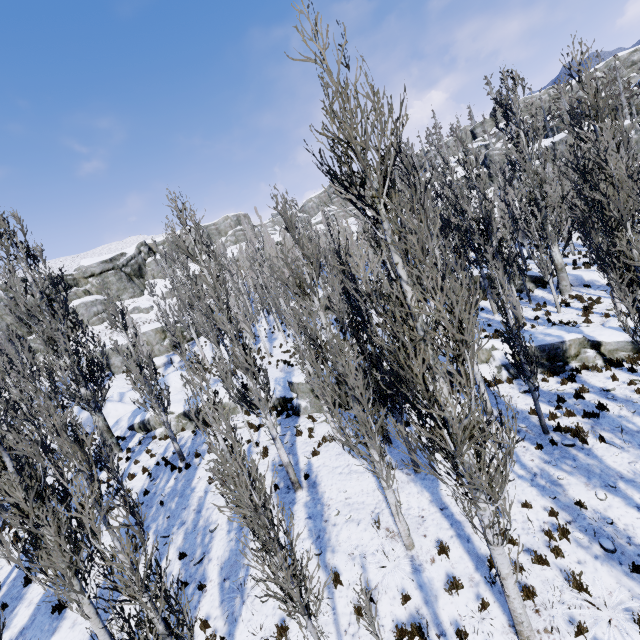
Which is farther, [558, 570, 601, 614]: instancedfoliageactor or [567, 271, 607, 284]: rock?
[567, 271, 607, 284]: rock

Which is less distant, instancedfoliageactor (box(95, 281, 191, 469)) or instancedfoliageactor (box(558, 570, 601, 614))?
instancedfoliageactor (box(558, 570, 601, 614))

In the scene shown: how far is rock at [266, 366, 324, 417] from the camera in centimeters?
1681cm

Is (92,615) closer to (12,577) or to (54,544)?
(54,544)

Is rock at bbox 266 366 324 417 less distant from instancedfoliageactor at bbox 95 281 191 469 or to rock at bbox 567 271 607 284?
instancedfoliageactor at bbox 95 281 191 469

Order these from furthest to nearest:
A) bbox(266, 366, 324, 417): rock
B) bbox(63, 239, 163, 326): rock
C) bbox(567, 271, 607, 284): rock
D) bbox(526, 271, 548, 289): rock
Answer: bbox(63, 239, 163, 326): rock → bbox(526, 271, 548, 289): rock → bbox(567, 271, 607, 284): rock → bbox(266, 366, 324, 417): rock

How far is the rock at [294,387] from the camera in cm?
1681

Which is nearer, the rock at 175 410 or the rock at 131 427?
the rock at 175 410
